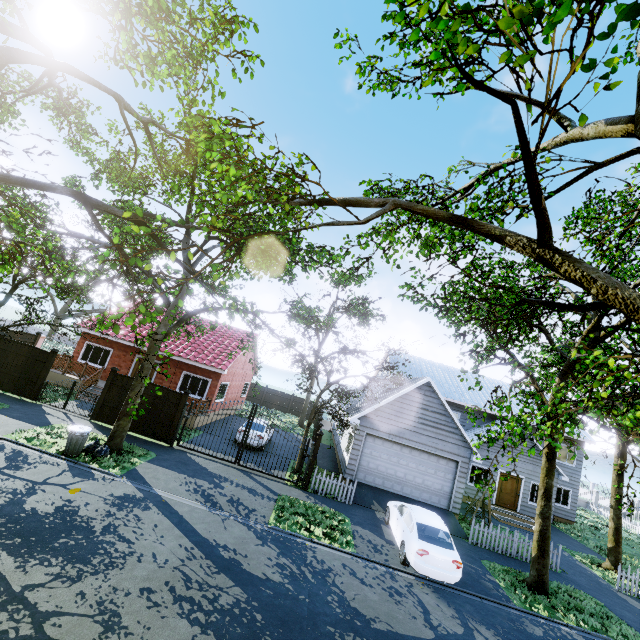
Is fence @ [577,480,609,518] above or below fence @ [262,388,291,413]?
above

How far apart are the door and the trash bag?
22.1m

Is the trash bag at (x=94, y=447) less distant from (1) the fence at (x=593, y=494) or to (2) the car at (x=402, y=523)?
(2) the car at (x=402, y=523)

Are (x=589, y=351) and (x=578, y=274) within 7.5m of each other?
yes

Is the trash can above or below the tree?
below

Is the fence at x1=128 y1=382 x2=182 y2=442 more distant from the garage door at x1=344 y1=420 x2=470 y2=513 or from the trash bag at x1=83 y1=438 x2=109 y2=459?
the trash bag at x1=83 y1=438 x2=109 y2=459

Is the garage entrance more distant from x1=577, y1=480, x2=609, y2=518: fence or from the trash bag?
the trash bag

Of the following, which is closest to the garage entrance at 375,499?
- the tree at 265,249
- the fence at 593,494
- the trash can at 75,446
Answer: the tree at 265,249
